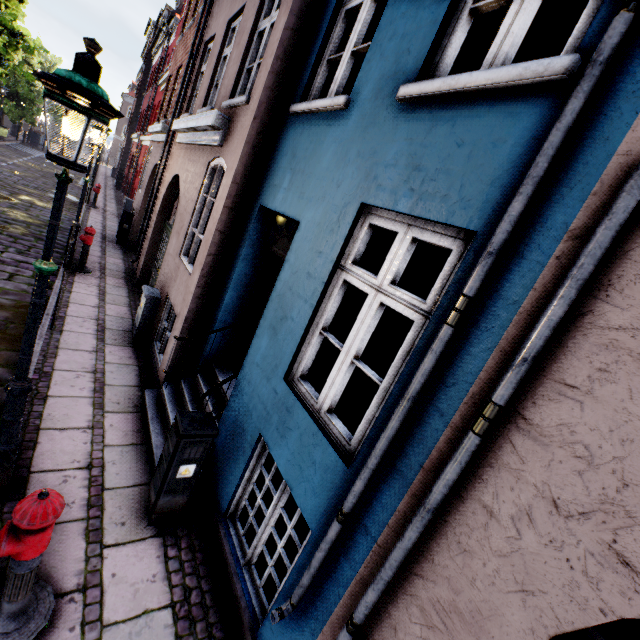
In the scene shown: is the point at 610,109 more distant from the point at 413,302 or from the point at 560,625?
the point at 560,625

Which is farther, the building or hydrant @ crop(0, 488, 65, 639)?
hydrant @ crop(0, 488, 65, 639)

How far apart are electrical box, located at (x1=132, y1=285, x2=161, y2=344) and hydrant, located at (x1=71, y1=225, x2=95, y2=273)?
3.26m

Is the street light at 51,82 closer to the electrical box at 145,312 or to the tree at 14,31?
the tree at 14,31

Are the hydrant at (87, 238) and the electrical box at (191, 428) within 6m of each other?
no

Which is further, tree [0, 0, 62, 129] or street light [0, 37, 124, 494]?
tree [0, 0, 62, 129]

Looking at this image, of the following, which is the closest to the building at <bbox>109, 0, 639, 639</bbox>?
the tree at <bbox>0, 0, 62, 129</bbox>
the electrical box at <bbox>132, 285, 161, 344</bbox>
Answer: the electrical box at <bbox>132, 285, 161, 344</bbox>

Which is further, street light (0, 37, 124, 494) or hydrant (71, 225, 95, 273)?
hydrant (71, 225, 95, 273)
